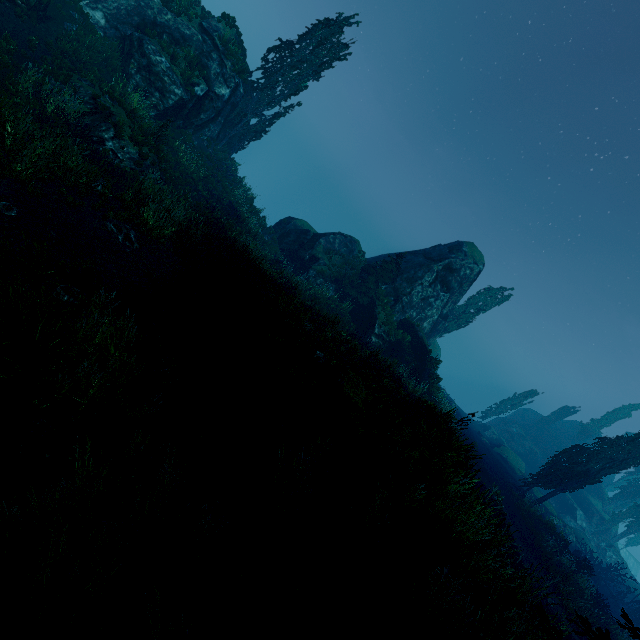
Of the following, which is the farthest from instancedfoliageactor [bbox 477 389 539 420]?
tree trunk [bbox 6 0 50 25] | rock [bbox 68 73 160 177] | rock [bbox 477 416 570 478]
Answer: tree trunk [bbox 6 0 50 25]

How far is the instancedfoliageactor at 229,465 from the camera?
5.6 meters

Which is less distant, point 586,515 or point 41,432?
Answer: point 41,432

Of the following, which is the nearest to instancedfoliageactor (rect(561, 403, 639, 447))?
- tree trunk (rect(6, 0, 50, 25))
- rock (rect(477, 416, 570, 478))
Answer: rock (rect(477, 416, 570, 478))

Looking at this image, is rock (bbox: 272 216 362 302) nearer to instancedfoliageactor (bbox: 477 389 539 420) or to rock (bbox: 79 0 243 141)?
instancedfoliageactor (bbox: 477 389 539 420)

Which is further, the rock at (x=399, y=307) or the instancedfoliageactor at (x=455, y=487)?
the rock at (x=399, y=307)

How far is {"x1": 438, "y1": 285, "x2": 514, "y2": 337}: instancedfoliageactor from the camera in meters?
37.2 m
